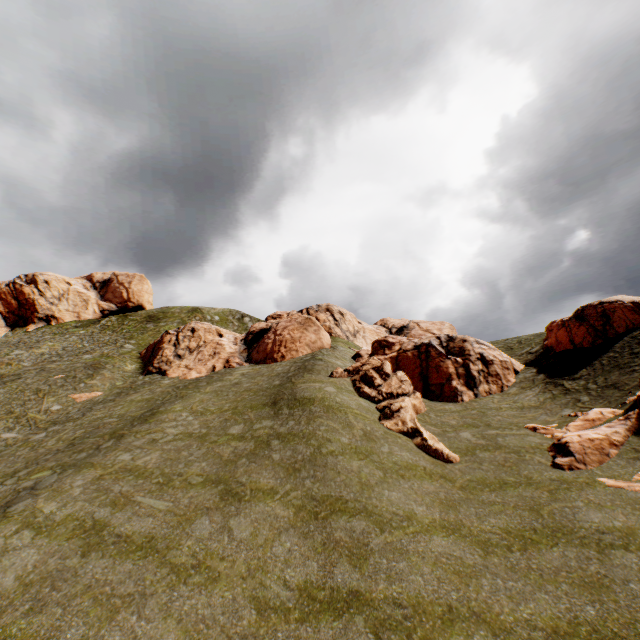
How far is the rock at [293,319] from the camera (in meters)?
20.98

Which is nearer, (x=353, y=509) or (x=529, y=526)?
(x=529, y=526)

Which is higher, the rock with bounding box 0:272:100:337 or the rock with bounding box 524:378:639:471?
the rock with bounding box 0:272:100:337

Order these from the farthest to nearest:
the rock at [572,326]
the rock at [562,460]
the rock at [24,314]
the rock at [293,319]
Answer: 1. the rock at [24,314]
2. the rock at [572,326]
3. the rock at [293,319]
4. the rock at [562,460]

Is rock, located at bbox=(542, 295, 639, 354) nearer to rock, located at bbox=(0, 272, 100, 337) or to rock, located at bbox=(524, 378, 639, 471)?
rock, located at bbox=(524, 378, 639, 471)

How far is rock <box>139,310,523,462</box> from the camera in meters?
21.0

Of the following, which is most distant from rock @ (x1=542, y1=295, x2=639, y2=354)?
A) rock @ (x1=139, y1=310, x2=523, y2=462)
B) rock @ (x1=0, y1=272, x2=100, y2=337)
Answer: rock @ (x1=0, y1=272, x2=100, y2=337)

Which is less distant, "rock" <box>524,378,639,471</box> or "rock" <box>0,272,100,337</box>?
"rock" <box>524,378,639,471</box>
